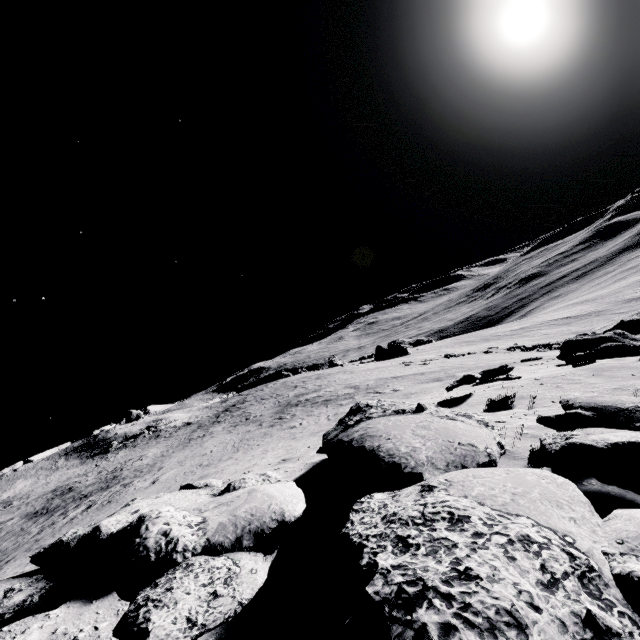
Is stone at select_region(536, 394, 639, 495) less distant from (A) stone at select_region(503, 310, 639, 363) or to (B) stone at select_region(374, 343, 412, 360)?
(A) stone at select_region(503, 310, 639, 363)

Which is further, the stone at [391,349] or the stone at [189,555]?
the stone at [391,349]

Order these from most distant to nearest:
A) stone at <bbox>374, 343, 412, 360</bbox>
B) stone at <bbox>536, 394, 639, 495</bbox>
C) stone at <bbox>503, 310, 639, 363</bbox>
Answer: stone at <bbox>374, 343, 412, 360</bbox>, stone at <bbox>503, 310, 639, 363</bbox>, stone at <bbox>536, 394, 639, 495</bbox>

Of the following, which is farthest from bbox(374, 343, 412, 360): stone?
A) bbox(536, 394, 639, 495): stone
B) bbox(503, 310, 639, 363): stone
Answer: bbox(536, 394, 639, 495): stone

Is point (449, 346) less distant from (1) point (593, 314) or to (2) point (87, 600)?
(1) point (593, 314)

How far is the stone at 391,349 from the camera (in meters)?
50.75

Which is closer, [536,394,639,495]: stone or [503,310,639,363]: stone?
[536,394,639,495]: stone

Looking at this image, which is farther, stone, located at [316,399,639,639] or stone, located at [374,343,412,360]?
stone, located at [374,343,412,360]
